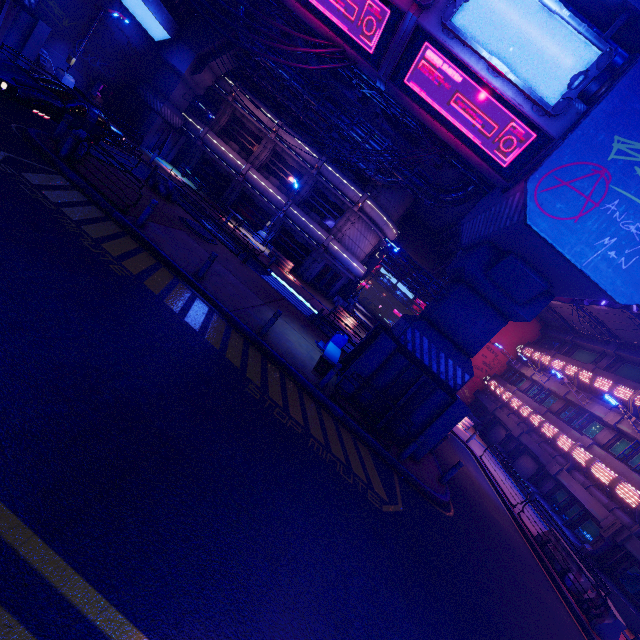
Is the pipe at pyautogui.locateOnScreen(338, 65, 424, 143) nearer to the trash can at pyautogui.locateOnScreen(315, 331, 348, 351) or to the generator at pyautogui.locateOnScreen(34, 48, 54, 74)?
the trash can at pyautogui.locateOnScreen(315, 331, 348, 351)

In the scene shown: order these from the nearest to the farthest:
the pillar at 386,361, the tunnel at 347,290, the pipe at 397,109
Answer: the pillar at 386,361, the pipe at 397,109, the tunnel at 347,290

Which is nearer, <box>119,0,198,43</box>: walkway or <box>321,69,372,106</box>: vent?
<box>321,69,372,106</box>: vent

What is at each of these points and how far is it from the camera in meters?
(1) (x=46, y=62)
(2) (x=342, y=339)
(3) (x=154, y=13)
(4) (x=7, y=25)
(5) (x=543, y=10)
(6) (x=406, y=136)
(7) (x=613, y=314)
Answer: (1) generator, 19.0 m
(2) trash can, 14.6 m
(3) walkway, 22.5 m
(4) pillar, 15.2 m
(5) sign, 7.3 m
(6) vent, 19.6 m
(7) awning, 21.1 m

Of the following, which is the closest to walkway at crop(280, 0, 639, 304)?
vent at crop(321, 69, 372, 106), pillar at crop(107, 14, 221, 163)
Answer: vent at crop(321, 69, 372, 106)

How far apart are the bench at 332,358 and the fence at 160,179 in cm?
1147

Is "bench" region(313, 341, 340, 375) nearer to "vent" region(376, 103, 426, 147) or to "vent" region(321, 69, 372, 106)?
"vent" region(376, 103, 426, 147)

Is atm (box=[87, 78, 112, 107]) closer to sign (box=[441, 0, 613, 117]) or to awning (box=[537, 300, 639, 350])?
sign (box=[441, 0, 613, 117])
